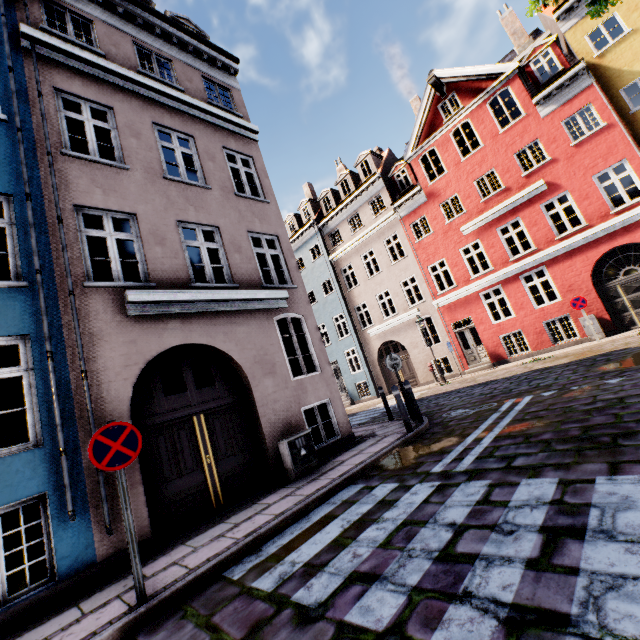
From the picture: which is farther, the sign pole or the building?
the building

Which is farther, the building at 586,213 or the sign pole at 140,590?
the building at 586,213

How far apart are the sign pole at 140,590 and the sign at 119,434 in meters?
0.0 m

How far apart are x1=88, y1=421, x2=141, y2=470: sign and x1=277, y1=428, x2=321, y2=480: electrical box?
3.4m

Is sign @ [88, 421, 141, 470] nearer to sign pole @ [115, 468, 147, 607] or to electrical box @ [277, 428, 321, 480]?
sign pole @ [115, 468, 147, 607]

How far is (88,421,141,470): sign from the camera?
3.6m

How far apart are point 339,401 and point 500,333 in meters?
11.5 m

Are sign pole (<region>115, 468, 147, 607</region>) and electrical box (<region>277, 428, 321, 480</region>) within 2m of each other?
no
